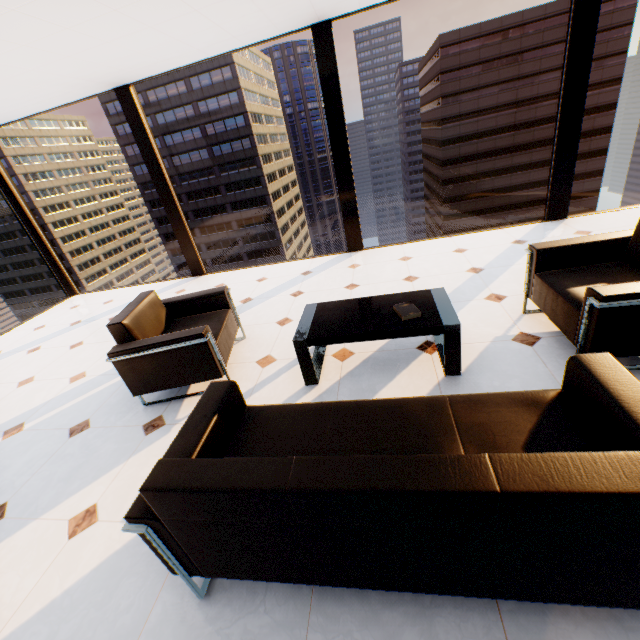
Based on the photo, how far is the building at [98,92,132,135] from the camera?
57.3m

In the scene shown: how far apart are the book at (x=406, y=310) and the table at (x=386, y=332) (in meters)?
0.04

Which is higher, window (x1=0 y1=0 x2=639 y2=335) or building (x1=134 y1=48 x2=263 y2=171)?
building (x1=134 y1=48 x2=263 y2=171)

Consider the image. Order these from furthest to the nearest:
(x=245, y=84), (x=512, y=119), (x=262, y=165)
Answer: (x=262, y=165), (x=245, y=84), (x=512, y=119)

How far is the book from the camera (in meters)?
2.34

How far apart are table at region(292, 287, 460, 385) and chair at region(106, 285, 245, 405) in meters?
0.7

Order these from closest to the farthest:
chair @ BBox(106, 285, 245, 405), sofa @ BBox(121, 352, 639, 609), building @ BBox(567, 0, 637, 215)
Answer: sofa @ BBox(121, 352, 639, 609), chair @ BBox(106, 285, 245, 405), building @ BBox(567, 0, 637, 215)

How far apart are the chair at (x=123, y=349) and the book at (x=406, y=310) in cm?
149
